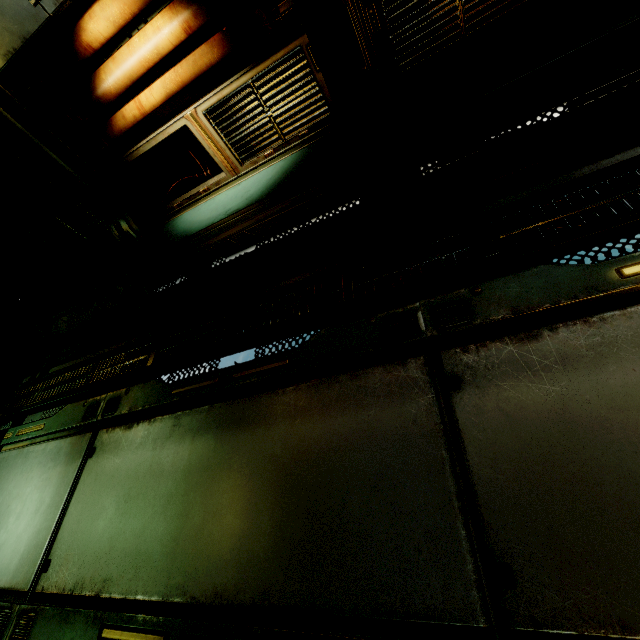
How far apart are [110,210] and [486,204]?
4.8m

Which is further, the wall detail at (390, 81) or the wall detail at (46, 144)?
the wall detail at (46, 144)

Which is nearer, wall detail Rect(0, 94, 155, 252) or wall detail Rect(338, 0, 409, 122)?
wall detail Rect(338, 0, 409, 122)
